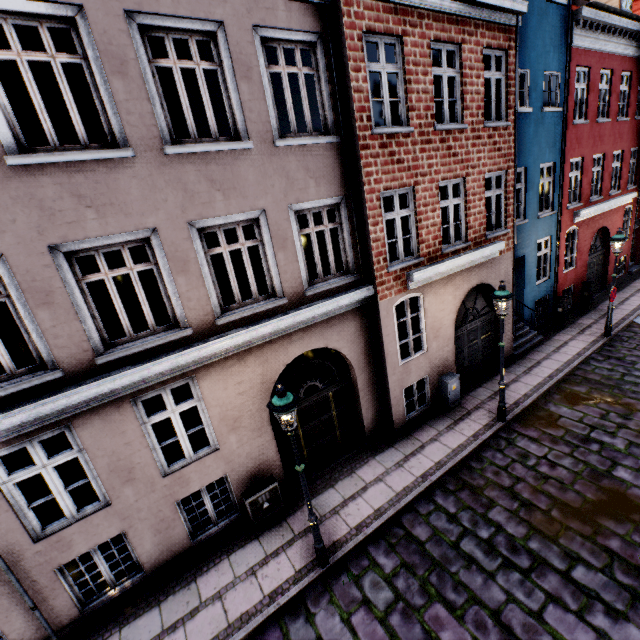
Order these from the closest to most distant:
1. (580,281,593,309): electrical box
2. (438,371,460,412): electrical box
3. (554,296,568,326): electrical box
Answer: (438,371,460,412): electrical box, (554,296,568,326): electrical box, (580,281,593,309): electrical box

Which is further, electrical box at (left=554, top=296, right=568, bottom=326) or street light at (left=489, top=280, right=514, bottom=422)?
electrical box at (left=554, top=296, right=568, bottom=326)

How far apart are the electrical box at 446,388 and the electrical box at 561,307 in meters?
7.2 m

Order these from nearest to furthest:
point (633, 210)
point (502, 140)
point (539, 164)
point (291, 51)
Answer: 1. point (291, 51)
2. point (502, 140)
3. point (539, 164)
4. point (633, 210)

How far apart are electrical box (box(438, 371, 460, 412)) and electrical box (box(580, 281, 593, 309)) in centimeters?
960cm

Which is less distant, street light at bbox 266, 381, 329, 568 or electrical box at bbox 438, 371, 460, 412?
street light at bbox 266, 381, 329, 568

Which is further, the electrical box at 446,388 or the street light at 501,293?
the electrical box at 446,388

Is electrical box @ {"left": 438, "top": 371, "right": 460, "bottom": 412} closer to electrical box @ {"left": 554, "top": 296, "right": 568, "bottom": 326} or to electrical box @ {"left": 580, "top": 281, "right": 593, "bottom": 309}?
electrical box @ {"left": 554, "top": 296, "right": 568, "bottom": 326}
